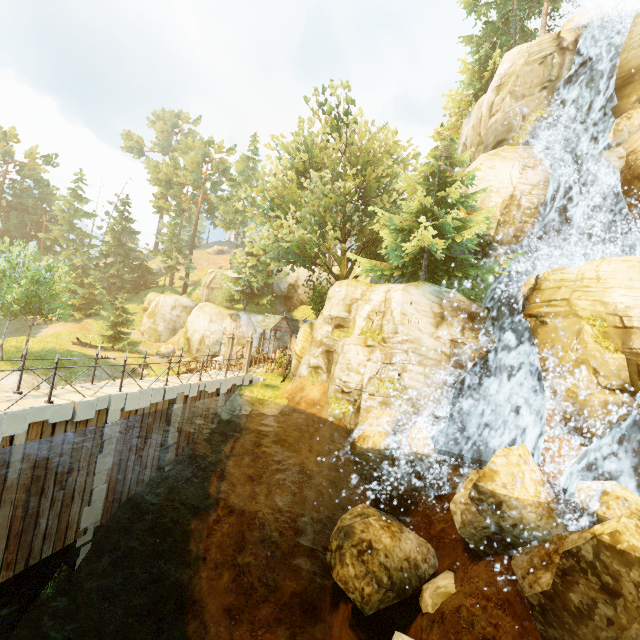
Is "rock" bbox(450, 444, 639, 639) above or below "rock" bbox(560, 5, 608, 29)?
below

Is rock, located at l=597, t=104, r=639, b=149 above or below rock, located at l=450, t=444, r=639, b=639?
above

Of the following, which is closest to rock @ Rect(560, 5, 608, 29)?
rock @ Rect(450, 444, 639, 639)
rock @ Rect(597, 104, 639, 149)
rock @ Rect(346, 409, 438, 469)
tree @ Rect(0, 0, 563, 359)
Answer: rock @ Rect(597, 104, 639, 149)

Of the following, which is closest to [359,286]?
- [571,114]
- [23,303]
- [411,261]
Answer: [411,261]

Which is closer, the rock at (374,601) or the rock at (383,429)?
the rock at (374,601)

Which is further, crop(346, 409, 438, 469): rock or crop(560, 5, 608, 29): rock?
crop(560, 5, 608, 29): rock

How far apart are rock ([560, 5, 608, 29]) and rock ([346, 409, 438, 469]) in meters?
29.0 m
